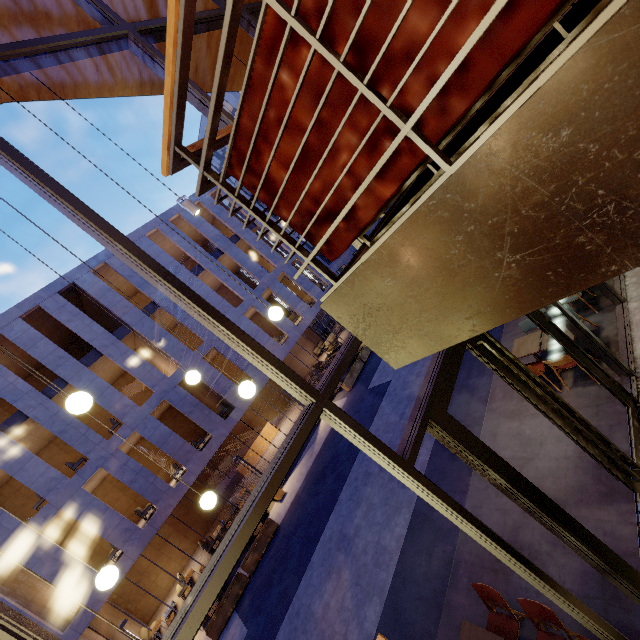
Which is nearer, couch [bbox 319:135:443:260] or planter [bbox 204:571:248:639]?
couch [bbox 319:135:443:260]

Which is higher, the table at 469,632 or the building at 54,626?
the building at 54,626

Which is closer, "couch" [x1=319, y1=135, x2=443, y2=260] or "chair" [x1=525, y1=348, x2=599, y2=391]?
"couch" [x1=319, y1=135, x2=443, y2=260]

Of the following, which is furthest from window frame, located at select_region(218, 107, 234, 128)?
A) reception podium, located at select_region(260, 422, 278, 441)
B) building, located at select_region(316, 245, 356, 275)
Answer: building, located at select_region(316, 245, 356, 275)

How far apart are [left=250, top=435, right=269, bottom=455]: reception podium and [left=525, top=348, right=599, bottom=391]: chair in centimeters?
2110cm

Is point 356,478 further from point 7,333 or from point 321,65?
point 7,333

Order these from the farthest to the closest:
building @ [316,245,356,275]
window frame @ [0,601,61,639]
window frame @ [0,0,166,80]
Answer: building @ [316,245,356,275] < window frame @ [0,0,166,80] < window frame @ [0,601,61,639]

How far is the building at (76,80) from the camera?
5.79m
